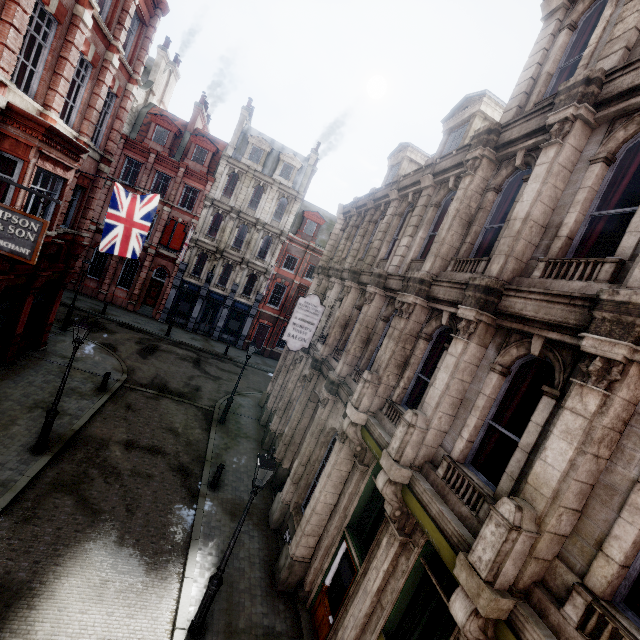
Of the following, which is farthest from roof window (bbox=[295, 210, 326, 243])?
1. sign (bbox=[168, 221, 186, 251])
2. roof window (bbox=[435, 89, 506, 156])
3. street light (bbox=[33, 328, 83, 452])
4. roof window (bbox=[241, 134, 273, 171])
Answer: roof window (bbox=[435, 89, 506, 156])

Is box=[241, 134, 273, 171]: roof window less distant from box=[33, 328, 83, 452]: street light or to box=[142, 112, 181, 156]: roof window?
box=[142, 112, 181, 156]: roof window

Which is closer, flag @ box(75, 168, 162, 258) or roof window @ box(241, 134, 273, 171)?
flag @ box(75, 168, 162, 258)

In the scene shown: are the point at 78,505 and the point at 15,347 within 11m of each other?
yes

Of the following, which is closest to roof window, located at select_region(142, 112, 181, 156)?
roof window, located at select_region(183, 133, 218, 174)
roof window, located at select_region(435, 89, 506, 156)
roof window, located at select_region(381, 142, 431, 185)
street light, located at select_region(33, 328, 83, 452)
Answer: roof window, located at select_region(183, 133, 218, 174)

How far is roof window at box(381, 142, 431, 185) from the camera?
15.72m

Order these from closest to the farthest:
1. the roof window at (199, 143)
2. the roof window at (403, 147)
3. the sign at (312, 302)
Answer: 1. the sign at (312, 302)
2. the roof window at (403, 147)
3. the roof window at (199, 143)

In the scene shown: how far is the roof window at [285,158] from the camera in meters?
31.1 m
